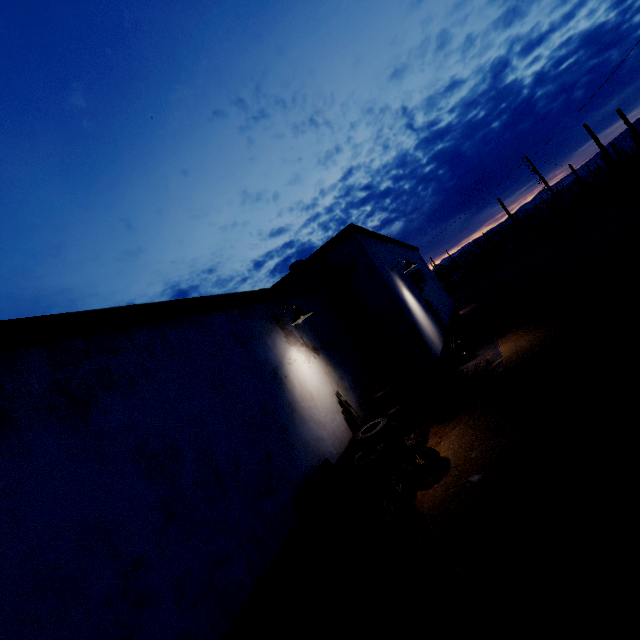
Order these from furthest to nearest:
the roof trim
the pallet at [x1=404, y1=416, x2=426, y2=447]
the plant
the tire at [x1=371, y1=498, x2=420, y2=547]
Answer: the plant, the pallet at [x1=404, y1=416, x2=426, y2=447], the tire at [x1=371, y1=498, x2=420, y2=547], the roof trim

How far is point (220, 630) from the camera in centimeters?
293cm

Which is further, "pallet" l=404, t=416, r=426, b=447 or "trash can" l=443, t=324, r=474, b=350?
"trash can" l=443, t=324, r=474, b=350

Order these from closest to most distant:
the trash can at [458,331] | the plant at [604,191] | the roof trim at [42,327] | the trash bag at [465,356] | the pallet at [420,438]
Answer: the roof trim at [42,327] → the pallet at [420,438] → the trash bag at [465,356] → the trash can at [458,331] → the plant at [604,191]

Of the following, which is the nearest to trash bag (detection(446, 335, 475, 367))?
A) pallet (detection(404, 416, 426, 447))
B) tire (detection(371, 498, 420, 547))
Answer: pallet (detection(404, 416, 426, 447))

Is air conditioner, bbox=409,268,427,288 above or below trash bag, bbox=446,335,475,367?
above

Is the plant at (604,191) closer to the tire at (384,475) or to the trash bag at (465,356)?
the trash bag at (465,356)

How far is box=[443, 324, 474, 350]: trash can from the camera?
10.5 meters
